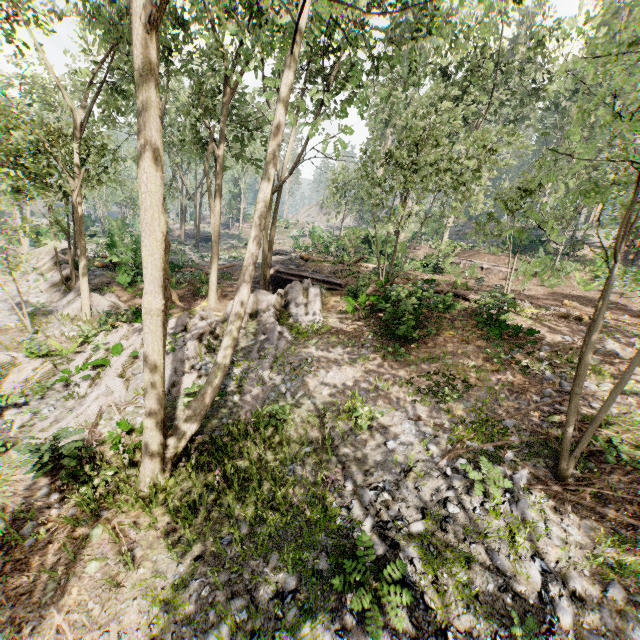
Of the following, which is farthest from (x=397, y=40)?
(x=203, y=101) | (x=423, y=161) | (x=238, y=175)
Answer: (x=238, y=175)

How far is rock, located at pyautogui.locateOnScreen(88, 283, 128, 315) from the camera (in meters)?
16.64

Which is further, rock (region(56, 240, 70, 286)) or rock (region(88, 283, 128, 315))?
rock (region(56, 240, 70, 286))

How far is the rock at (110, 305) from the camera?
16.64m

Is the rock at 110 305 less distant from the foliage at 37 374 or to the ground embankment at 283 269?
the foliage at 37 374

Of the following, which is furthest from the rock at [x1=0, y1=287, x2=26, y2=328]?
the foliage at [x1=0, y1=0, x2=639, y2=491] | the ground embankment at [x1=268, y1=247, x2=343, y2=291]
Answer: the ground embankment at [x1=268, y1=247, x2=343, y2=291]

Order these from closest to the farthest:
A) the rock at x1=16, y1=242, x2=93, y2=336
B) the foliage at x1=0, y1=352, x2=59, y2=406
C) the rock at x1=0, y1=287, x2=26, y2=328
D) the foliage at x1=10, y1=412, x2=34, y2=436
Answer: the foliage at x1=10, y1=412, x2=34, y2=436 < the foliage at x1=0, y1=352, x2=59, y2=406 < the rock at x1=16, y1=242, x2=93, y2=336 < the rock at x1=0, y1=287, x2=26, y2=328
